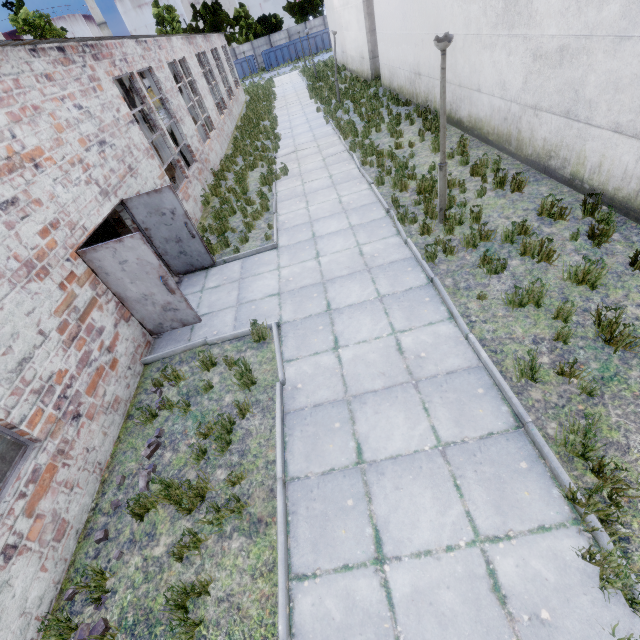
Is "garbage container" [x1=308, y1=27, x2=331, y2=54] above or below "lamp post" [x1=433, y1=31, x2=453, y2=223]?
below

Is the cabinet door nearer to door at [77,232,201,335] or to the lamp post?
door at [77,232,201,335]

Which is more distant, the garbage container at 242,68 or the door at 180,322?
the garbage container at 242,68

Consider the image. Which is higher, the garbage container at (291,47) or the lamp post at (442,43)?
the lamp post at (442,43)

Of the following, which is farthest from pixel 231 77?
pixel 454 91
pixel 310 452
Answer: pixel 310 452

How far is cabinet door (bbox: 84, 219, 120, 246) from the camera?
11.5m

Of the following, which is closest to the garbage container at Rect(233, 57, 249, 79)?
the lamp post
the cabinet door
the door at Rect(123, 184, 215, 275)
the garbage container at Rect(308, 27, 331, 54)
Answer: the garbage container at Rect(308, 27, 331, 54)

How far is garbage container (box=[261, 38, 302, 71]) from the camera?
45.16m
